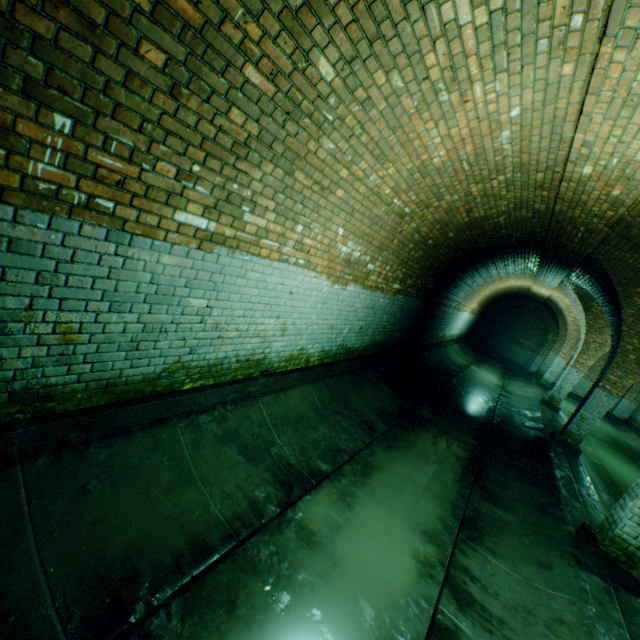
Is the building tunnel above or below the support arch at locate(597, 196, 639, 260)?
below

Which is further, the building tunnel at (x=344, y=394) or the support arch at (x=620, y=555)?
the support arch at (x=620, y=555)

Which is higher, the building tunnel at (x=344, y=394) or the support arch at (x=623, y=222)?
the support arch at (x=623, y=222)

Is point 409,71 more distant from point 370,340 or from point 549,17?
point 370,340

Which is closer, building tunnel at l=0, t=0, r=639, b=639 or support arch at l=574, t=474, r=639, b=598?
building tunnel at l=0, t=0, r=639, b=639

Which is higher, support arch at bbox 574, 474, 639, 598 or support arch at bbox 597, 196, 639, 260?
support arch at bbox 597, 196, 639, 260
